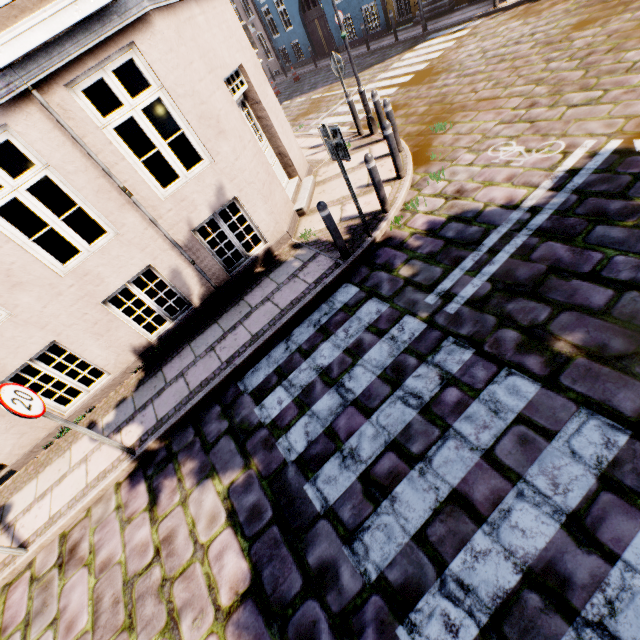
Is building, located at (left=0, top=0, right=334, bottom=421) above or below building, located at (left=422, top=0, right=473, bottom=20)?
above

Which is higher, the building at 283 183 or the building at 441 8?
the building at 283 183

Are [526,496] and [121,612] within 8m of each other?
yes

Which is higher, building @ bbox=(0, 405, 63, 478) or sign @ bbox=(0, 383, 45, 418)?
sign @ bbox=(0, 383, 45, 418)

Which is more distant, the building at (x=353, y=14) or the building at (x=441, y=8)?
the building at (x=353, y=14)

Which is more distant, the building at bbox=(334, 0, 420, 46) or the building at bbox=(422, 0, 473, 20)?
the building at bbox=(334, 0, 420, 46)

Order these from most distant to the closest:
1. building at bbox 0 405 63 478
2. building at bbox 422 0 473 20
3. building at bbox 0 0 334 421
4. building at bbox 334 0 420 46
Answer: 1. building at bbox 334 0 420 46
2. building at bbox 422 0 473 20
3. building at bbox 0 405 63 478
4. building at bbox 0 0 334 421
